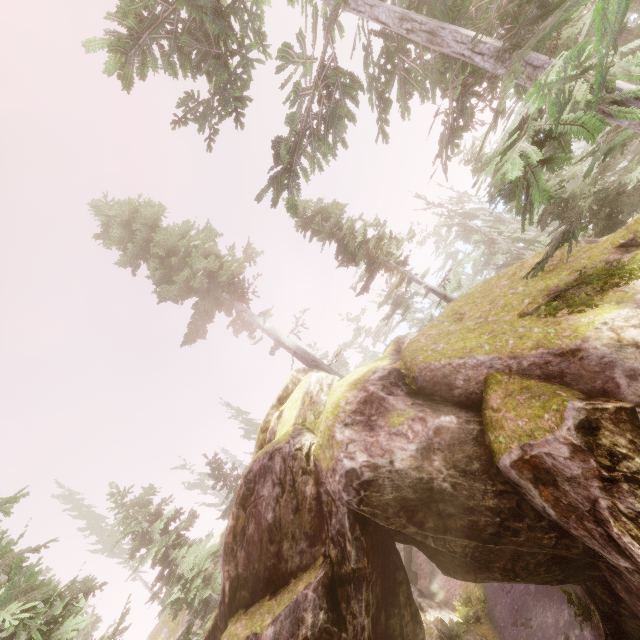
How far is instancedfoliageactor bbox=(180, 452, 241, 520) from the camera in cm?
2261

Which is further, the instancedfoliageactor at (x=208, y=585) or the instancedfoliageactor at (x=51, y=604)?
the instancedfoliageactor at (x=208, y=585)

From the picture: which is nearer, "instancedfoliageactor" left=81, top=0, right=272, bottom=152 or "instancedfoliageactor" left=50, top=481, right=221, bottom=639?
"instancedfoliageactor" left=81, top=0, right=272, bottom=152

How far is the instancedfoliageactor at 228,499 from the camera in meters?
22.6

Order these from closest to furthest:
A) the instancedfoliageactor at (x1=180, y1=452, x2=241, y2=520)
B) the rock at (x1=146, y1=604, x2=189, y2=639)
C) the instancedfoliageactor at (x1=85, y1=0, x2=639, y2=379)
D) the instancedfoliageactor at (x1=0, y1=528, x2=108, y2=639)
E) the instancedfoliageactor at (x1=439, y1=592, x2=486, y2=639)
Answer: the instancedfoliageactor at (x1=85, y1=0, x2=639, y2=379) < the instancedfoliageactor at (x1=0, y1=528, x2=108, y2=639) < the instancedfoliageactor at (x1=439, y1=592, x2=486, y2=639) < the rock at (x1=146, y1=604, x2=189, y2=639) < the instancedfoliageactor at (x1=180, y1=452, x2=241, y2=520)

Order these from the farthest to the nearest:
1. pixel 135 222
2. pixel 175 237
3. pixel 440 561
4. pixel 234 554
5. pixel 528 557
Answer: pixel 175 237 → pixel 135 222 → pixel 440 561 → pixel 234 554 → pixel 528 557
